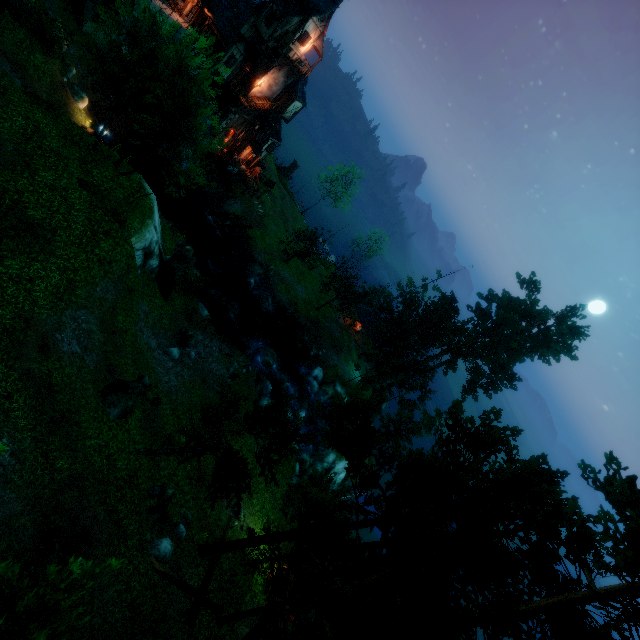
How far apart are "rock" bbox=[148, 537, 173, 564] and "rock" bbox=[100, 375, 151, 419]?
5.3m

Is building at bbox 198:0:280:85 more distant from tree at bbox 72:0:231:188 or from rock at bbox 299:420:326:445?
rock at bbox 299:420:326:445

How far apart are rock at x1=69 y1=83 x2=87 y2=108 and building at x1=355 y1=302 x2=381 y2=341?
35.7 meters

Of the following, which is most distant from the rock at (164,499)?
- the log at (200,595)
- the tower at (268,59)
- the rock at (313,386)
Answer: the tower at (268,59)

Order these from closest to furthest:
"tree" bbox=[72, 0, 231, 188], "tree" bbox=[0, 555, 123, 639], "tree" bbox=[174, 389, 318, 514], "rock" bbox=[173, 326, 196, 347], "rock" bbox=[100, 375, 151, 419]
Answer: "tree" bbox=[0, 555, 123, 639], "tree" bbox=[174, 389, 318, 514], "rock" bbox=[100, 375, 151, 419], "tree" bbox=[72, 0, 231, 188], "rock" bbox=[173, 326, 196, 347]

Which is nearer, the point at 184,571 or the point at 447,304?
the point at 184,571

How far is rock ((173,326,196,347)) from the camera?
23.4 meters

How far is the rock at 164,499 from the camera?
13.5 meters
